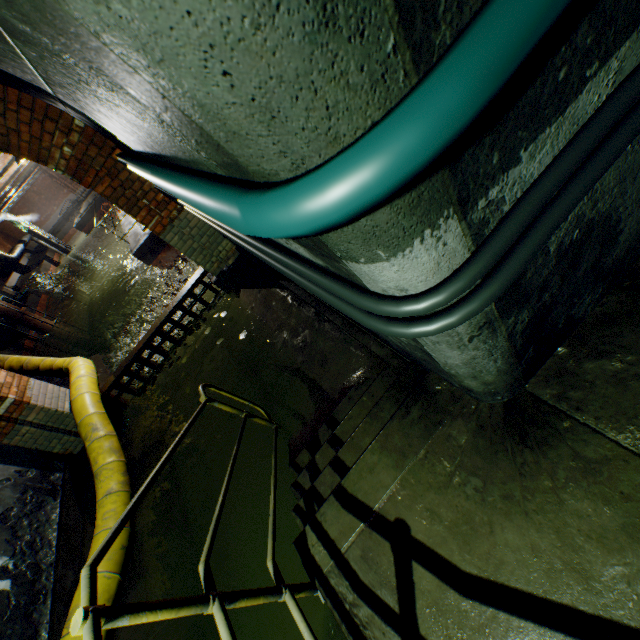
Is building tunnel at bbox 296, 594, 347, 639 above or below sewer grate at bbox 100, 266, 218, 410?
below

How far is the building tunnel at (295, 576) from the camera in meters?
2.9 m

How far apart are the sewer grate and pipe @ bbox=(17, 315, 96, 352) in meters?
18.0

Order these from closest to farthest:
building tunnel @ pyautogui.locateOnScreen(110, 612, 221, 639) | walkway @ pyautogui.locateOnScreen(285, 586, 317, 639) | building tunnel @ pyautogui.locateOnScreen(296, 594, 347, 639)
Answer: walkway @ pyautogui.locateOnScreen(285, 586, 317, 639), building tunnel @ pyautogui.locateOnScreen(296, 594, 347, 639), building tunnel @ pyautogui.locateOnScreen(110, 612, 221, 639)

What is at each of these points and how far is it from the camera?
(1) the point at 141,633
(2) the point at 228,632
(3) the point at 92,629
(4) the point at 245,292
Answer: (1) building tunnel, 3.32m
(2) walkway, 1.24m
(3) walkway, 0.98m
(4) building tunnel, 5.35m

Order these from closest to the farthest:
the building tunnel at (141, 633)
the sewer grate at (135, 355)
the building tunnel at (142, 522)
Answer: the building tunnel at (141, 633) → the building tunnel at (142, 522) → the sewer grate at (135, 355)

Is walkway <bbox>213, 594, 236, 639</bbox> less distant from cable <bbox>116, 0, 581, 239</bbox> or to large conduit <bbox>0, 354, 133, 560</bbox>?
large conduit <bbox>0, 354, 133, 560</bbox>

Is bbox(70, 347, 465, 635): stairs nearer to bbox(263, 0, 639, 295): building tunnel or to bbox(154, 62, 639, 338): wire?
bbox(263, 0, 639, 295): building tunnel
